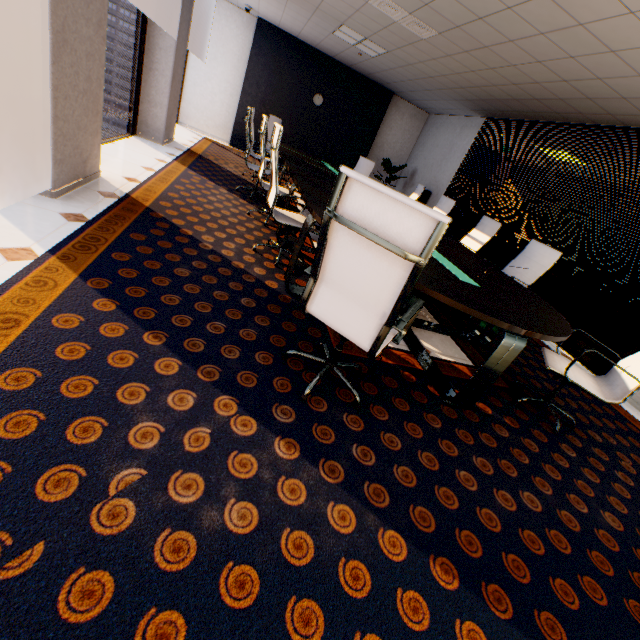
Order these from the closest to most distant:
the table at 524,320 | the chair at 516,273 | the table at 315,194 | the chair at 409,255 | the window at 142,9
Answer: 1. the chair at 409,255
2. the table at 524,320
3. the table at 315,194
4. the chair at 516,273
5. the window at 142,9

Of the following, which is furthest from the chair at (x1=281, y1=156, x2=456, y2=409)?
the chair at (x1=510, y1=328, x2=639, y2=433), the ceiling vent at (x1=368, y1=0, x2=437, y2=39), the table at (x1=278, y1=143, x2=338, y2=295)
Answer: the ceiling vent at (x1=368, y1=0, x2=437, y2=39)

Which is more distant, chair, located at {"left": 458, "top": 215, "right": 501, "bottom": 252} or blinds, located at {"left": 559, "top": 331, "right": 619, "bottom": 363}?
chair, located at {"left": 458, "top": 215, "right": 501, "bottom": 252}

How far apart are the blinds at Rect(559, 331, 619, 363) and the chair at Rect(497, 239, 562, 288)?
1.2m

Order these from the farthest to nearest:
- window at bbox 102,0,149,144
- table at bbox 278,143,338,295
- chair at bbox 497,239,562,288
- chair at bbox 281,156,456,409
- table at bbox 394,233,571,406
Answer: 1. window at bbox 102,0,149,144
2. chair at bbox 497,239,562,288
3. table at bbox 278,143,338,295
4. table at bbox 394,233,571,406
5. chair at bbox 281,156,456,409

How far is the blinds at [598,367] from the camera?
4.3m

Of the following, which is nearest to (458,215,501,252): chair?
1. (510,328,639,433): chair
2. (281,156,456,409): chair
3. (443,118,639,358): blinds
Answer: (443,118,639,358): blinds

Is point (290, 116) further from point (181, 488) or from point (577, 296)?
point (181, 488)
